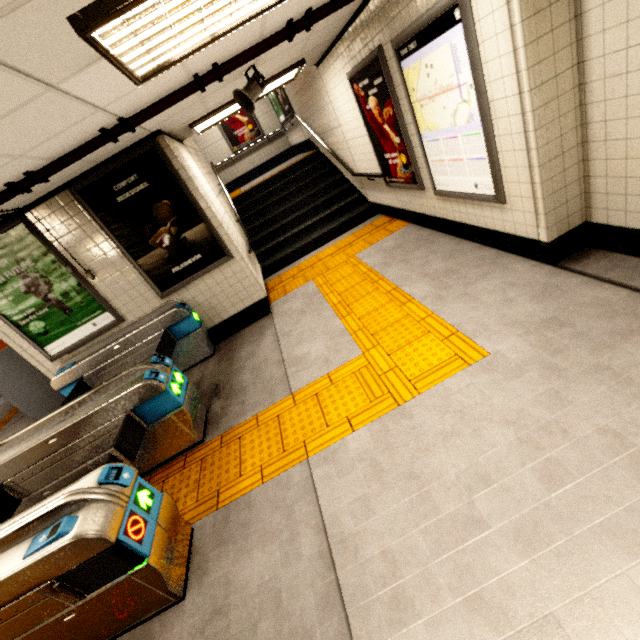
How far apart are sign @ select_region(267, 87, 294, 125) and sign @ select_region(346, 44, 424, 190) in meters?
4.6

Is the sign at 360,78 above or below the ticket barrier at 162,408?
above

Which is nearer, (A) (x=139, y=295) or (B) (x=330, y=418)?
(B) (x=330, y=418)

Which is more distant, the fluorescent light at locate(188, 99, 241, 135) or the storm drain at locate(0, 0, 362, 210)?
the fluorescent light at locate(188, 99, 241, 135)

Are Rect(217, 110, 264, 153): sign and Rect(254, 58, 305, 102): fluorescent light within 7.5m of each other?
yes

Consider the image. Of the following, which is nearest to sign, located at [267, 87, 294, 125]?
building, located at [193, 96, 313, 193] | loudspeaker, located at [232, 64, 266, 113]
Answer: building, located at [193, 96, 313, 193]

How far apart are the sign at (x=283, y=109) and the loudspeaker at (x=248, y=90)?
5.81m

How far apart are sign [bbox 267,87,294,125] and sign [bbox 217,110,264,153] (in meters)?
1.74
